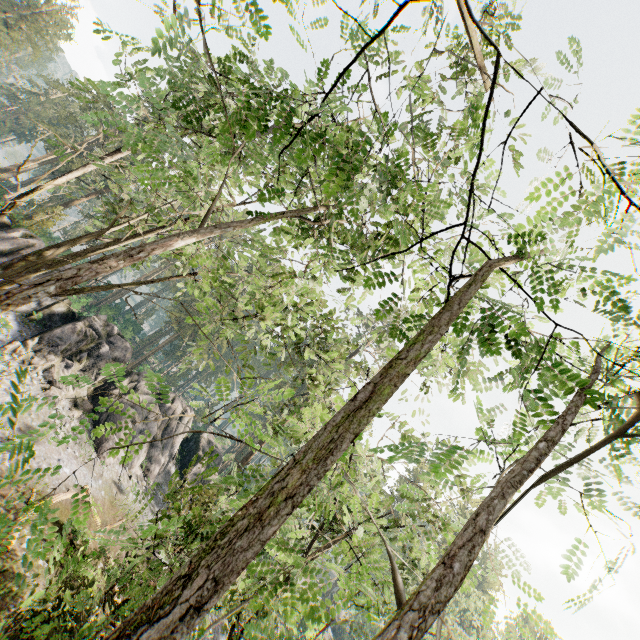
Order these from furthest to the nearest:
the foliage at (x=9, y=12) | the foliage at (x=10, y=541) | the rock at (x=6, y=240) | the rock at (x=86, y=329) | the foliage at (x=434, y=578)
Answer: the foliage at (x=9, y=12), the rock at (x=6, y=240), the rock at (x=86, y=329), the foliage at (x=434, y=578), the foliage at (x=10, y=541)

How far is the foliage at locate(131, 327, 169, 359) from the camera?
57.03m

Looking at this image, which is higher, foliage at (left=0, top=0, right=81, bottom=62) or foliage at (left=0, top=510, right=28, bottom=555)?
foliage at (left=0, top=0, right=81, bottom=62)

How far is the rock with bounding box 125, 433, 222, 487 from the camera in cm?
2612

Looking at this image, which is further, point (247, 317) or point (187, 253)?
point (247, 317)

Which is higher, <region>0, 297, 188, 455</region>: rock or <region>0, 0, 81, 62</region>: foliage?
<region>0, 0, 81, 62</region>: foliage

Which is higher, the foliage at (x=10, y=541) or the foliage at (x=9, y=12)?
the foliage at (x=9, y=12)

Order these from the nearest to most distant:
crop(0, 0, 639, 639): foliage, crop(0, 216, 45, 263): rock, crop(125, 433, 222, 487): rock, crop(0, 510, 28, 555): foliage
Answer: crop(0, 510, 28, 555): foliage → crop(0, 0, 639, 639): foliage → crop(0, 216, 45, 263): rock → crop(125, 433, 222, 487): rock
